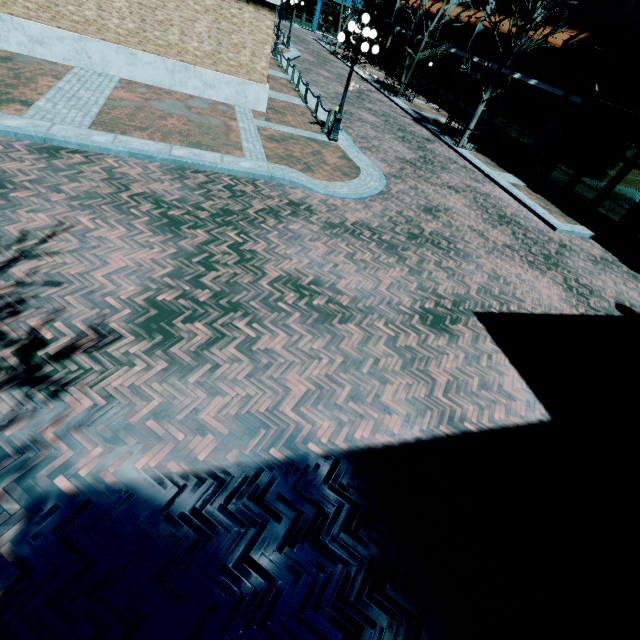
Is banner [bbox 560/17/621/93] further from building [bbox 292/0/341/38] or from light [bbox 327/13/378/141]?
building [bbox 292/0/341/38]

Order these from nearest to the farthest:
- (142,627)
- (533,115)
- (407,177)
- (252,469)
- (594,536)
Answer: (142,627)
(252,469)
(594,536)
(407,177)
(533,115)

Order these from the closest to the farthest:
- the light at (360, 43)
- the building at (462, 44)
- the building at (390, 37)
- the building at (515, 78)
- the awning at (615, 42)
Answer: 1. the light at (360, 43)
2. the building at (515, 78)
3. the awning at (615, 42)
4. the building at (462, 44)
5. the building at (390, 37)

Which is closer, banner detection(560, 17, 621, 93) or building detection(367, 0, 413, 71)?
banner detection(560, 17, 621, 93)

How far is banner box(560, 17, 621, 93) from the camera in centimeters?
1607cm

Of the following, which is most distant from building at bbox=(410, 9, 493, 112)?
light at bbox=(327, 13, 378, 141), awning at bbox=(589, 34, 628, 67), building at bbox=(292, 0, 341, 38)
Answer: light at bbox=(327, 13, 378, 141)

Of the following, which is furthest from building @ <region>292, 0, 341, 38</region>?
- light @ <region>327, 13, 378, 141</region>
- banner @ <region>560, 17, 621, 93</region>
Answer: light @ <region>327, 13, 378, 141</region>

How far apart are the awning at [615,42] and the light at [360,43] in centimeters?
1376cm
